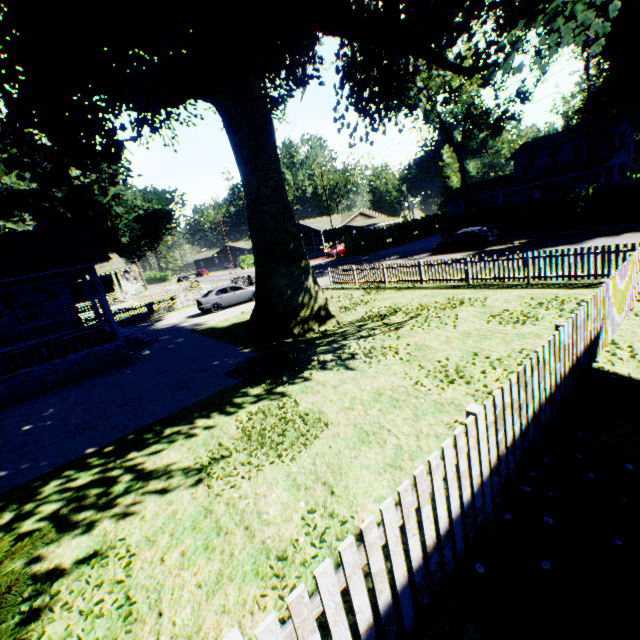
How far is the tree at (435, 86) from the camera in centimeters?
2698cm

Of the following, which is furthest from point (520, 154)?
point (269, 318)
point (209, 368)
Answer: point (209, 368)

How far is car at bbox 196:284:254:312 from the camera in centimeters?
2203cm

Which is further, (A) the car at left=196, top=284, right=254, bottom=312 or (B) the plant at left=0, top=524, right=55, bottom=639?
(A) the car at left=196, top=284, right=254, bottom=312

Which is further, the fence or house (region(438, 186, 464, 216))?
house (region(438, 186, 464, 216))

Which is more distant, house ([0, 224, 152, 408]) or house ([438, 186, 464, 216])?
house ([438, 186, 464, 216])

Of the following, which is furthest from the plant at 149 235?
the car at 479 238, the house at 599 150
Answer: the house at 599 150

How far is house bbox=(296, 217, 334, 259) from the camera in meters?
53.7 m
